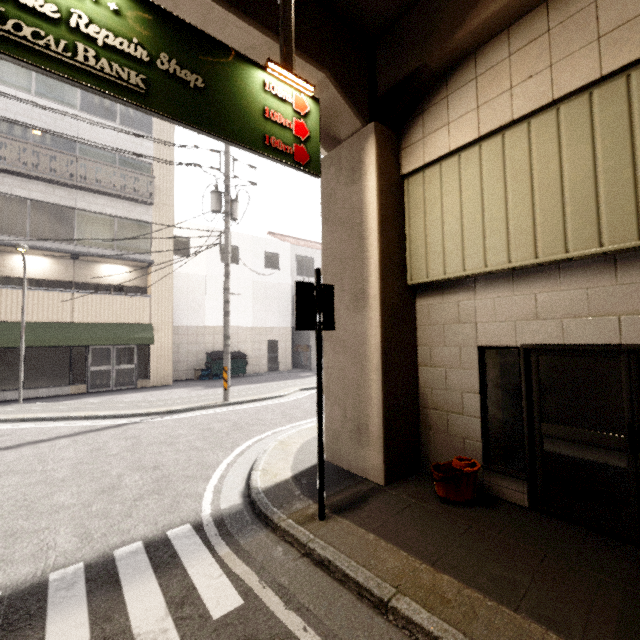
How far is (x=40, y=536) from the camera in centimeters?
374cm

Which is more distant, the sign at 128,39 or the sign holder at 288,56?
the sign holder at 288,56

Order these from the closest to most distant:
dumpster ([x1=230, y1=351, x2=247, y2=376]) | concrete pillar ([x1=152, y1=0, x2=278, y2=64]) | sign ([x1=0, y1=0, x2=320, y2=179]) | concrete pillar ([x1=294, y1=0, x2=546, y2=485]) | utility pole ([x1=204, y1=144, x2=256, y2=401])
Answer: sign ([x1=0, y1=0, x2=320, y2=179]), concrete pillar ([x1=152, y1=0, x2=278, y2=64]), concrete pillar ([x1=294, y1=0, x2=546, y2=485]), utility pole ([x1=204, y1=144, x2=256, y2=401]), dumpster ([x1=230, y1=351, x2=247, y2=376])

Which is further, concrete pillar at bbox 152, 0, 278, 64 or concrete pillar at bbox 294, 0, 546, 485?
concrete pillar at bbox 294, 0, 546, 485

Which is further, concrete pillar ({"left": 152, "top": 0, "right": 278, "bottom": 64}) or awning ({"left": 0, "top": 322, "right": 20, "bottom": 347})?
awning ({"left": 0, "top": 322, "right": 20, "bottom": 347})

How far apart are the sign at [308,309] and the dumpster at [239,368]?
14.8m

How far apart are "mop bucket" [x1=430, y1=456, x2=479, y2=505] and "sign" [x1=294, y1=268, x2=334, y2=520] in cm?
150

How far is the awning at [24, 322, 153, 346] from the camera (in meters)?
12.64
